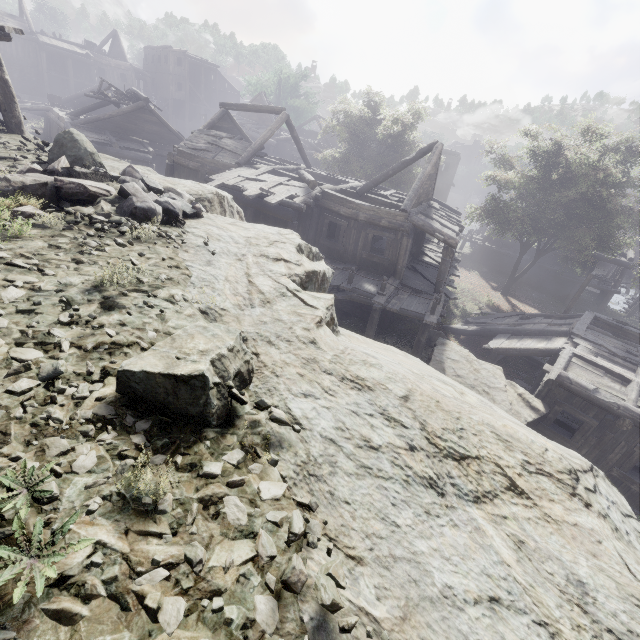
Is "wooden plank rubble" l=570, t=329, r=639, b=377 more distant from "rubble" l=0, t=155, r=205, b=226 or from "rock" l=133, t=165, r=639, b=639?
"rubble" l=0, t=155, r=205, b=226

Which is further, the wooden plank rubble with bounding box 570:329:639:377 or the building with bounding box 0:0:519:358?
the building with bounding box 0:0:519:358

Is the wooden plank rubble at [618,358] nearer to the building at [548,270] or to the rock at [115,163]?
the building at [548,270]

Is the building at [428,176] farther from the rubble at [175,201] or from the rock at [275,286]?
the rubble at [175,201]

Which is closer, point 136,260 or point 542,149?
point 136,260

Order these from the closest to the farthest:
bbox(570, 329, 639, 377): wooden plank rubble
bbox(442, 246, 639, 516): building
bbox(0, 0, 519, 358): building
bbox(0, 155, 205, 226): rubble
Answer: bbox(0, 155, 205, 226): rubble < bbox(442, 246, 639, 516): building < bbox(570, 329, 639, 377): wooden plank rubble < bbox(0, 0, 519, 358): building

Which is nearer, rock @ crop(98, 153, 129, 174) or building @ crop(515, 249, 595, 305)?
rock @ crop(98, 153, 129, 174)
